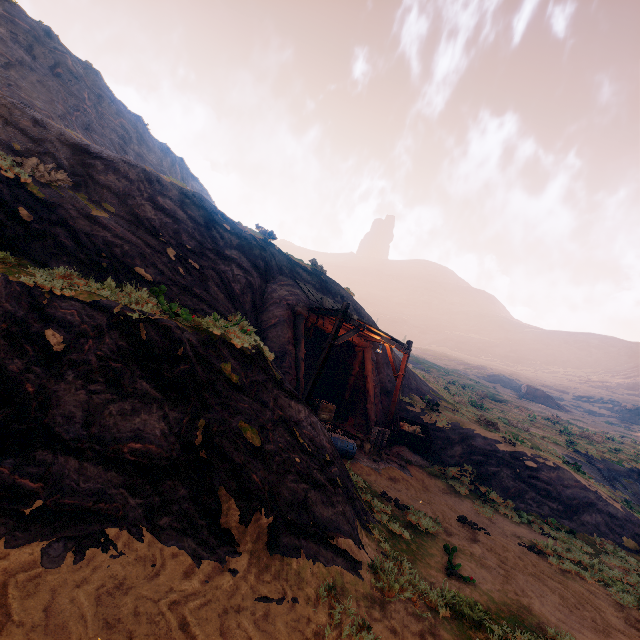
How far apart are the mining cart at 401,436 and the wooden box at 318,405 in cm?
296

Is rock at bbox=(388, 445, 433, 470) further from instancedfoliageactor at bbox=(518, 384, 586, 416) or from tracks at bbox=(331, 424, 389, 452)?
instancedfoliageactor at bbox=(518, 384, 586, 416)

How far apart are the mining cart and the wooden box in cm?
296

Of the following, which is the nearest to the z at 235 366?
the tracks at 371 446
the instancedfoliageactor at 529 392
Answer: the tracks at 371 446

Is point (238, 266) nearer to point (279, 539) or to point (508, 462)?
point (279, 539)

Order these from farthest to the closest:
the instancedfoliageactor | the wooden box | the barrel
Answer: the instancedfoliageactor → the wooden box → the barrel

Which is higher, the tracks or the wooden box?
the wooden box

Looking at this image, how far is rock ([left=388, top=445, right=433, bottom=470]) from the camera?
12.8 meters
